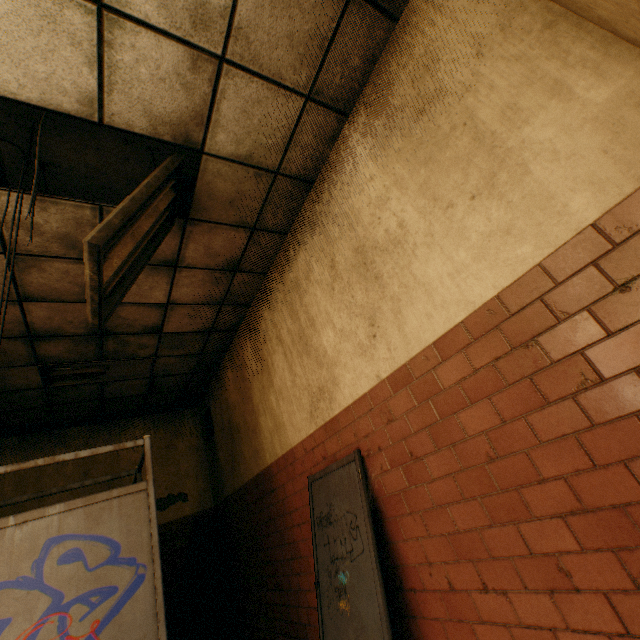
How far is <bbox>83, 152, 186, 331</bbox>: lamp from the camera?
1.7 meters

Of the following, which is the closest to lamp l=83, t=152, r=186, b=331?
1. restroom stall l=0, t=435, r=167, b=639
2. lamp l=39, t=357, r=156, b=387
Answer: restroom stall l=0, t=435, r=167, b=639

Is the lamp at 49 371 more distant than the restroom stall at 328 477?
Yes

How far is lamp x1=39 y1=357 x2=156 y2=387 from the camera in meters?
4.3 m

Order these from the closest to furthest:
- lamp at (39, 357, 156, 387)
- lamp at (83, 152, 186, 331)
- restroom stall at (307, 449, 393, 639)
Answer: lamp at (83, 152, 186, 331)
restroom stall at (307, 449, 393, 639)
lamp at (39, 357, 156, 387)

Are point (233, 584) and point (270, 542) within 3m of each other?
yes

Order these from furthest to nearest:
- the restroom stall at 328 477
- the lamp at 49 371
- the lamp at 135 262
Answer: the lamp at 49 371
the restroom stall at 328 477
the lamp at 135 262

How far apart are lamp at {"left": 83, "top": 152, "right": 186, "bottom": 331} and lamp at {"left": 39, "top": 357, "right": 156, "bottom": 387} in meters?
2.7
